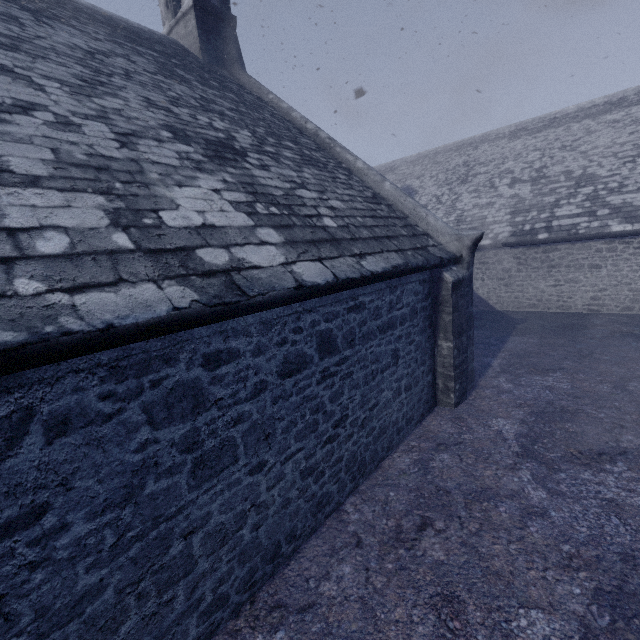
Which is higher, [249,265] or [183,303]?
[249,265]
